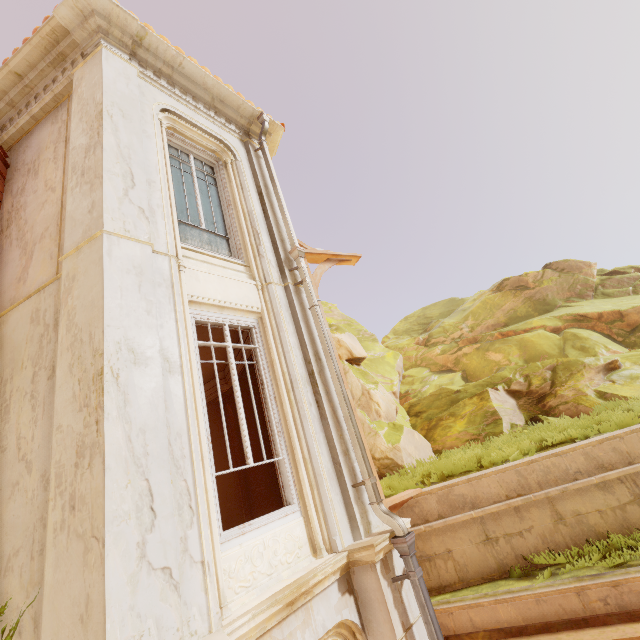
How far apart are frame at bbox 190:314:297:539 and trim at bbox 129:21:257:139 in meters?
4.5

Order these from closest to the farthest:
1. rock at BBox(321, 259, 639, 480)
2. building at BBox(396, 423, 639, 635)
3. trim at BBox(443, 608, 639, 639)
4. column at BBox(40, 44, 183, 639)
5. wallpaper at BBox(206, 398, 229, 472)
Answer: column at BBox(40, 44, 183, 639)
trim at BBox(443, 608, 639, 639)
building at BBox(396, 423, 639, 635)
wallpaper at BBox(206, 398, 229, 472)
rock at BBox(321, 259, 639, 480)

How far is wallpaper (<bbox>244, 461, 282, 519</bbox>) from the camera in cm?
575

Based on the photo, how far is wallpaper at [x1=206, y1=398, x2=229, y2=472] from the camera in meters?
8.1 m

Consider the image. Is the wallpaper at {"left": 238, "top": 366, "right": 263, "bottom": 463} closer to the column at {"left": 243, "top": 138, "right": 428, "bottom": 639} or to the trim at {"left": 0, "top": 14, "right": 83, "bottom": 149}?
the column at {"left": 243, "top": 138, "right": 428, "bottom": 639}

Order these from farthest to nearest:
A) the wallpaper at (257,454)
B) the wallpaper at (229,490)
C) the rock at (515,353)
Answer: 1. the rock at (515,353)
2. the wallpaper at (229,490)
3. the wallpaper at (257,454)

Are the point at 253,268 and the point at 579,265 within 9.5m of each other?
no

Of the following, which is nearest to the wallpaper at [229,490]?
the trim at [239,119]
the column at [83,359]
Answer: the column at [83,359]
